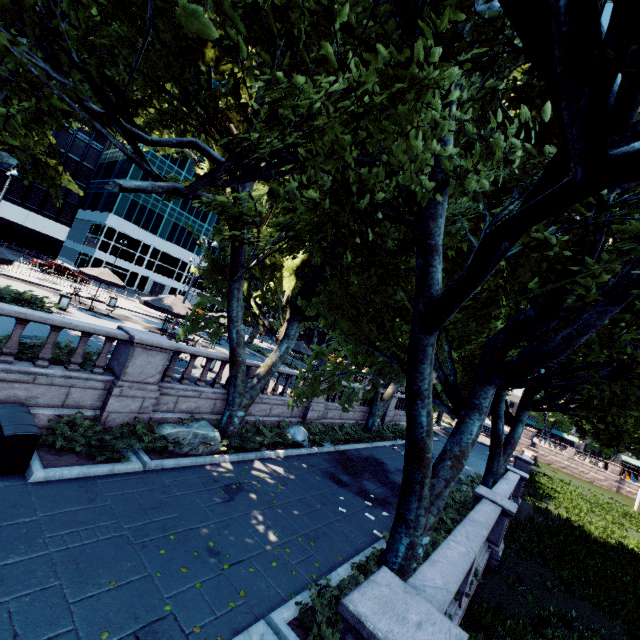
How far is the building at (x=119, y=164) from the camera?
55.28m

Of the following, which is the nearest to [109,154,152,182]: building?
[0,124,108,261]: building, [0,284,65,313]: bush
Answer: [0,124,108,261]: building

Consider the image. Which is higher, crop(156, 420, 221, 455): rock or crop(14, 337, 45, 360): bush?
crop(14, 337, 45, 360): bush

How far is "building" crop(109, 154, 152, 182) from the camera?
55.3 meters

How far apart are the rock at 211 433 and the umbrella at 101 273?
13.5m

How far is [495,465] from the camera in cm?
1720

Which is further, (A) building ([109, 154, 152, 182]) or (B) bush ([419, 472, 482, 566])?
(A) building ([109, 154, 152, 182])

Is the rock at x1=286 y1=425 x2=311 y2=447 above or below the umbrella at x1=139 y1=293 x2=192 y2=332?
below
